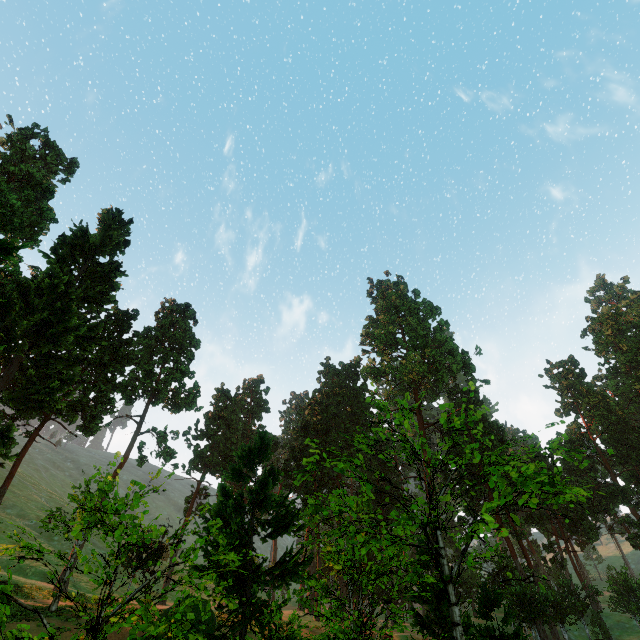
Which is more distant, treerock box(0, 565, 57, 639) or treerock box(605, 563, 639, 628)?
treerock box(605, 563, 639, 628)

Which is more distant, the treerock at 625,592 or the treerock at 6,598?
the treerock at 625,592

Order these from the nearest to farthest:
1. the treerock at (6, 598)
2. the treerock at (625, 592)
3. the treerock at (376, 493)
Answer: the treerock at (6, 598) → the treerock at (376, 493) → the treerock at (625, 592)

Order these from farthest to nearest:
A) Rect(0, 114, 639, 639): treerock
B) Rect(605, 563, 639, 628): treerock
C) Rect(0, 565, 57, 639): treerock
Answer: Rect(605, 563, 639, 628): treerock
Rect(0, 114, 639, 639): treerock
Rect(0, 565, 57, 639): treerock

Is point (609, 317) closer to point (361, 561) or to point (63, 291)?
point (361, 561)
